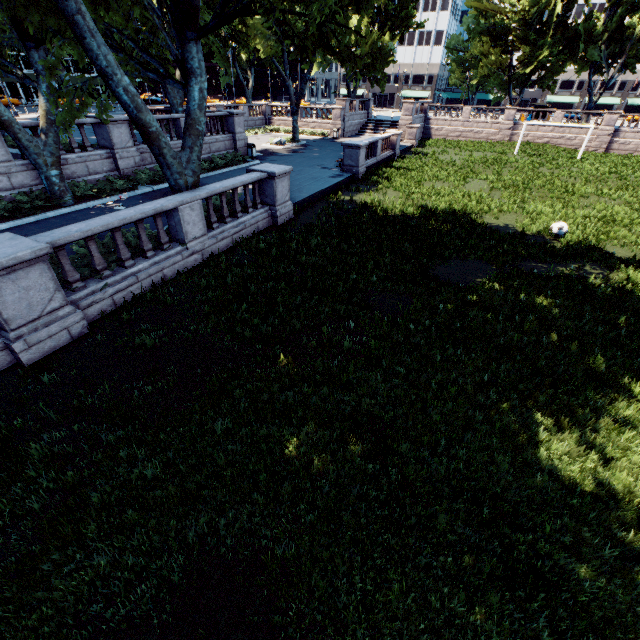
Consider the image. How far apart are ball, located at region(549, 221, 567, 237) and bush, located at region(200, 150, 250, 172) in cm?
1901

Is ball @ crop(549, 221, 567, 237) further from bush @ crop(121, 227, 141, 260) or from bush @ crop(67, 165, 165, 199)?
bush @ crop(67, 165, 165, 199)

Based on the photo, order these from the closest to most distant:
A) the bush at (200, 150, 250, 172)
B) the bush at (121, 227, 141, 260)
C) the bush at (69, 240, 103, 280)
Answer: the bush at (69, 240, 103, 280)
the bush at (121, 227, 141, 260)
the bush at (200, 150, 250, 172)

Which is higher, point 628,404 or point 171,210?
point 171,210

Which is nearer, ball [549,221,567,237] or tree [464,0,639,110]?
ball [549,221,567,237]

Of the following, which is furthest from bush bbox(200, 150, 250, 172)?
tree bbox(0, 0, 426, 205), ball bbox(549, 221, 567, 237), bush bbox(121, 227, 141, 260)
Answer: ball bbox(549, 221, 567, 237)

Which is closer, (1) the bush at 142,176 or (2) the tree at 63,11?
(2) the tree at 63,11

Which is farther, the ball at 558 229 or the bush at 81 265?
the ball at 558 229
